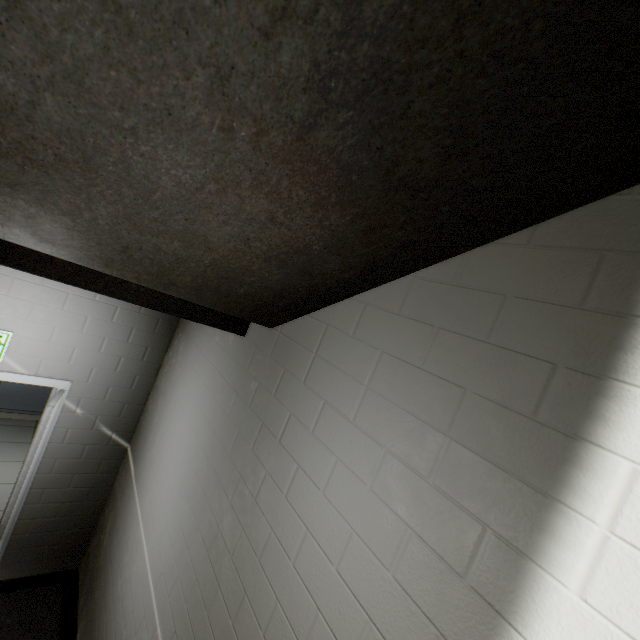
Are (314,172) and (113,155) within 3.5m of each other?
yes

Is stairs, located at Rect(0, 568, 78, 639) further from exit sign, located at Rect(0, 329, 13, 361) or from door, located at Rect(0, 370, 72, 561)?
exit sign, located at Rect(0, 329, 13, 361)

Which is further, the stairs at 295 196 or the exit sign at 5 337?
the exit sign at 5 337

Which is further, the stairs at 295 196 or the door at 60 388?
the door at 60 388

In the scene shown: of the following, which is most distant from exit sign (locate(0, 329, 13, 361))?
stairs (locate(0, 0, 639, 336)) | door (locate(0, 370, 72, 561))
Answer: stairs (locate(0, 0, 639, 336))

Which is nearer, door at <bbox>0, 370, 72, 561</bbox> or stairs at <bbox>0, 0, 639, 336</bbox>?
stairs at <bbox>0, 0, 639, 336</bbox>
